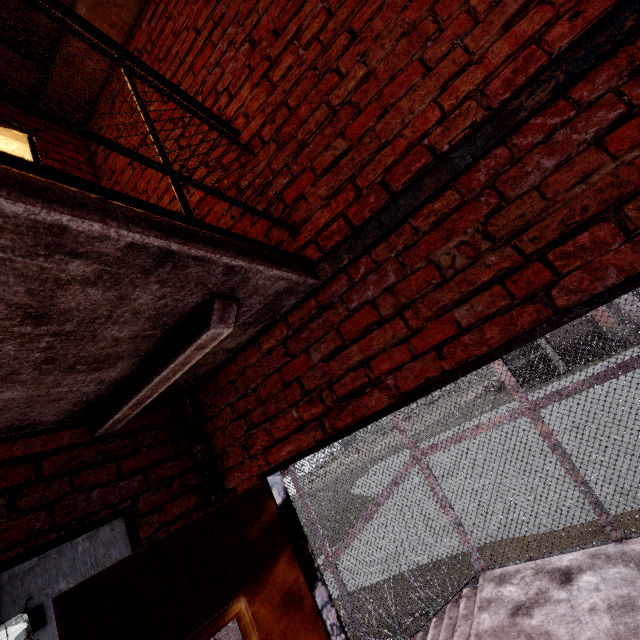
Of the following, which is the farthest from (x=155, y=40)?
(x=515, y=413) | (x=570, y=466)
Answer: (x=570, y=466)

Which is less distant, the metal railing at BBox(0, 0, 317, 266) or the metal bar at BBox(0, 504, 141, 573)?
the metal railing at BBox(0, 0, 317, 266)

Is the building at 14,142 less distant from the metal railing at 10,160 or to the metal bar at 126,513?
the metal bar at 126,513

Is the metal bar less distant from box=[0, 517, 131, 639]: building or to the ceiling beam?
box=[0, 517, 131, 639]: building

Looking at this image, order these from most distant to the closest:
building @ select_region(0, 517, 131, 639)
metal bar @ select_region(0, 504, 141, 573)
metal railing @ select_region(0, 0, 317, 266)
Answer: building @ select_region(0, 517, 131, 639), metal bar @ select_region(0, 504, 141, 573), metal railing @ select_region(0, 0, 317, 266)

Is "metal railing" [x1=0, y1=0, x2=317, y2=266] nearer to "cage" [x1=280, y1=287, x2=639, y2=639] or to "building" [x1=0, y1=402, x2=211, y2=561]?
"cage" [x1=280, y1=287, x2=639, y2=639]

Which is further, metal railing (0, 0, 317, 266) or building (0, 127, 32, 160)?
building (0, 127, 32, 160)

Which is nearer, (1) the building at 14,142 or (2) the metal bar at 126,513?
(2) the metal bar at 126,513
